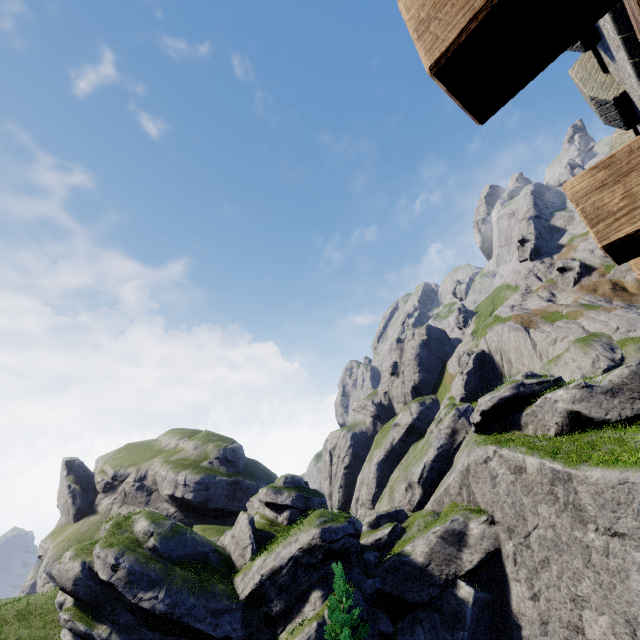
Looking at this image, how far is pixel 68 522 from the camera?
56.1 meters

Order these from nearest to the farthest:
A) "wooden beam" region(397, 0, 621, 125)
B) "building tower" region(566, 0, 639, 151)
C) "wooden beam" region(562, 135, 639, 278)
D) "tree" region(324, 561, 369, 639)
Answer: "wooden beam" region(397, 0, 621, 125) < "wooden beam" region(562, 135, 639, 278) < "building tower" region(566, 0, 639, 151) < "tree" region(324, 561, 369, 639)

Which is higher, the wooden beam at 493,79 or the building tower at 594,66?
the building tower at 594,66

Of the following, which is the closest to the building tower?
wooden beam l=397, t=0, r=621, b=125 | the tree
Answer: wooden beam l=397, t=0, r=621, b=125

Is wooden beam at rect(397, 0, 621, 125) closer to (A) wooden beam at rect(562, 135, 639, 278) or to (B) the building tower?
(B) the building tower

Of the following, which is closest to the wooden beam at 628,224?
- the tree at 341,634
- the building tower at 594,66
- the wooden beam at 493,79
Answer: the building tower at 594,66

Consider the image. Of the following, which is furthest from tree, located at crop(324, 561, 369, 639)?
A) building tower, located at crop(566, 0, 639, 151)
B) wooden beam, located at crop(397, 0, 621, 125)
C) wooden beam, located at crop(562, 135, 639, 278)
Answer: wooden beam, located at crop(397, 0, 621, 125)
